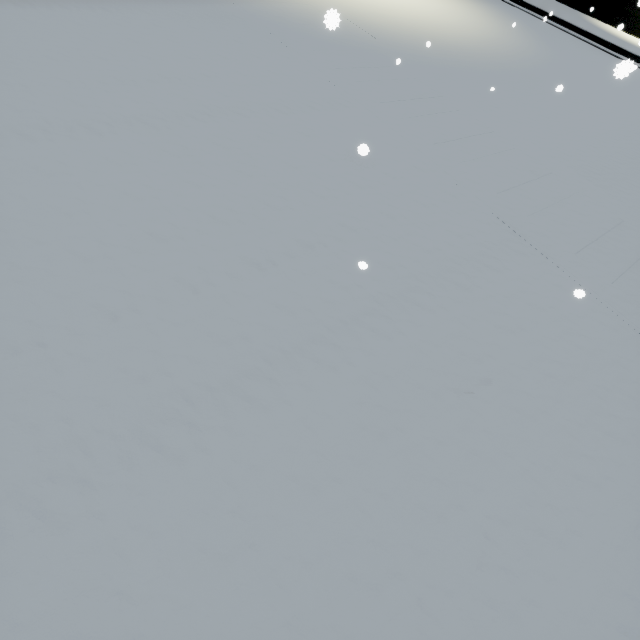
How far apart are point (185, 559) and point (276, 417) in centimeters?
94cm
